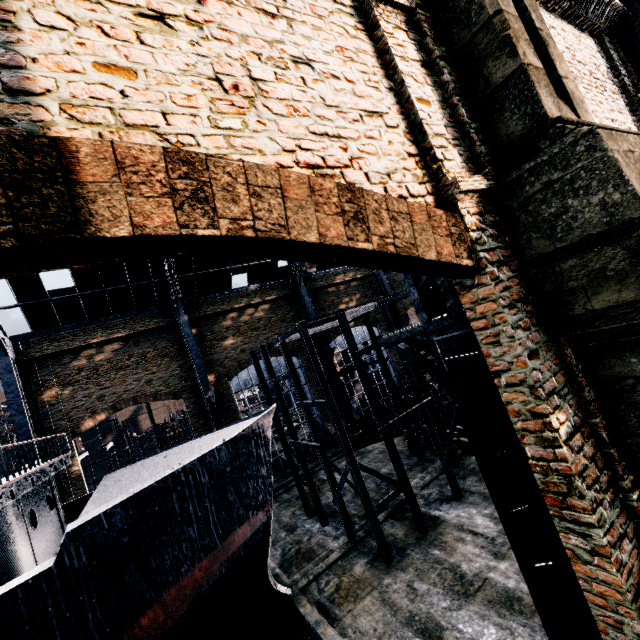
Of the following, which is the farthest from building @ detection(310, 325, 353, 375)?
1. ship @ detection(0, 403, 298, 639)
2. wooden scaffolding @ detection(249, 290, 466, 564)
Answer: wooden scaffolding @ detection(249, 290, 466, 564)

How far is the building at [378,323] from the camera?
40.50m

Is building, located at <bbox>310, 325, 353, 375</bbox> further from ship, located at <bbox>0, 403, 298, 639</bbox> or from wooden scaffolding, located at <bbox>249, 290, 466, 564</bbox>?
wooden scaffolding, located at <bbox>249, 290, 466, 564</bbox>

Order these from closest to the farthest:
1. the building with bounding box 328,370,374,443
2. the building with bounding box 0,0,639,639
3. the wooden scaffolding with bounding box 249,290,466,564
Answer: the building with bounding box 0,0,639,639, the wooden scaffolding with bounding box 249,290,466,564, the building with bounding box 328,370,374,443

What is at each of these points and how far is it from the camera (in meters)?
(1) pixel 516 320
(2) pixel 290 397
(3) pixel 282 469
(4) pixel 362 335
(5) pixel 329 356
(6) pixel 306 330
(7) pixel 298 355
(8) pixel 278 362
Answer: (1) building, 3.88
(2) building, 32.88
(3) building, 30.62
(4) building, 39.31
(5) building, 33.47
(6) wooden scaffolding, 15.80
(7) building, 34.38
(8) building, 33.22

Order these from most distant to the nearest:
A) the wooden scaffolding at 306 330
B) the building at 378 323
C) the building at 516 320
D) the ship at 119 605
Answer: the building at 378 323
the wooden scaffolding at 306 330
the ship at 119 605
the building at 516 320

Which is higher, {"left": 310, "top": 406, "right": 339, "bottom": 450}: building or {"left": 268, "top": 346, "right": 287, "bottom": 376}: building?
{"left": 268, "top": 346, "right": 287, "bottom": 376}: building

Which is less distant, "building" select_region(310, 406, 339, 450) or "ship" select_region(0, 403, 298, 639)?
"ship" select_region(0, 403, 298, 639)
